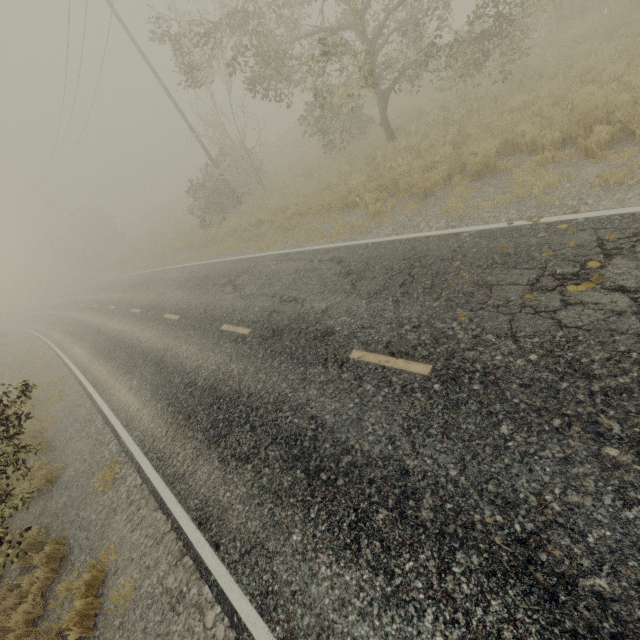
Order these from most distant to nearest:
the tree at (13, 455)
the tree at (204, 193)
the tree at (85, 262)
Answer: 1. the tree at (85, 262)
2. the tree at (204, 193)
3. the tree at (13, 455)

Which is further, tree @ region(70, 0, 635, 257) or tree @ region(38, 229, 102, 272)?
tree @ region(38, 229, 102, 272)

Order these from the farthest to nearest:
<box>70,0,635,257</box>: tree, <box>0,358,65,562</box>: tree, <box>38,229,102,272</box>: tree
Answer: <box>38,229,102,272</box>: tree, <box>70,0,635,257</box>: tree, <box>0,358,65,562</box>: tree

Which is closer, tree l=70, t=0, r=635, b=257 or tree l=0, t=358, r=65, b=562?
tree l=0, t=358, r=65, b=562

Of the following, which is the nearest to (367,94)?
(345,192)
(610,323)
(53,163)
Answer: (345,192)

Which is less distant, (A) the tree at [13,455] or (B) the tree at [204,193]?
(A) the tree at [13,455]

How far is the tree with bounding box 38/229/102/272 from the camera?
45.8 meters
